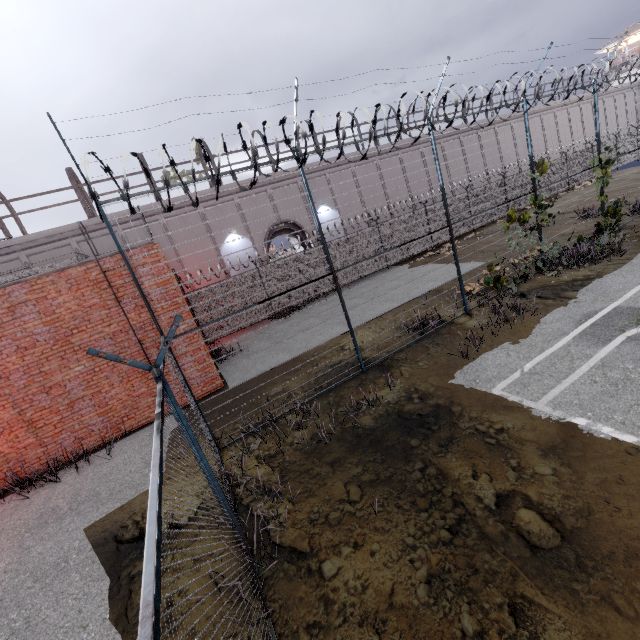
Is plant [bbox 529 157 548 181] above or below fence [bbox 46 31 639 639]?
above

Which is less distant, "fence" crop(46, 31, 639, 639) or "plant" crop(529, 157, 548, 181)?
"fence" crop(46, 31, 639, 639)

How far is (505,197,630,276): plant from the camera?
10.33m

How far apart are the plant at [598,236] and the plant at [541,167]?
2.7m

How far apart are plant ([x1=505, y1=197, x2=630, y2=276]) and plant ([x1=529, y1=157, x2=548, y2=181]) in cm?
267

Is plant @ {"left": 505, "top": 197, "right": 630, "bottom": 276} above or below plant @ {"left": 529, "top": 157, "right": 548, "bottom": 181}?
below

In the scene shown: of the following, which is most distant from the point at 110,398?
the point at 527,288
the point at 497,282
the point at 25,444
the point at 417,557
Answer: the point at 527,288

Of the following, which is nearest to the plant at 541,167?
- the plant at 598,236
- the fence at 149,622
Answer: the fence at 149,622
